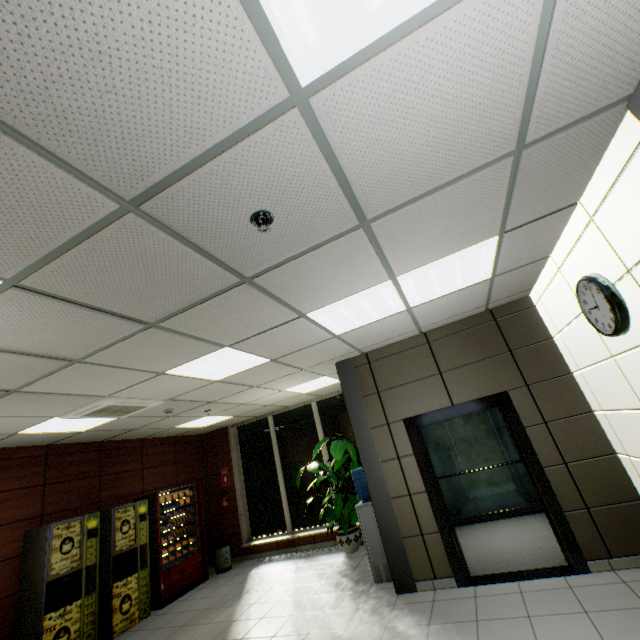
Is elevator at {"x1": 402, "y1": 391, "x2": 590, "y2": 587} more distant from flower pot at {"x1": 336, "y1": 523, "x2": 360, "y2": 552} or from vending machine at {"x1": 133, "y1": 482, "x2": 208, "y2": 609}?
vending machine at {"x1": 133, "y1": 482, "x2": 208, "y2": 609}

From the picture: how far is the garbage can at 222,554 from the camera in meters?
7.5 m

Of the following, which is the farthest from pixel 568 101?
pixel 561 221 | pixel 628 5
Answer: pixel 561 221

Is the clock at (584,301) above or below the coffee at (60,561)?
above

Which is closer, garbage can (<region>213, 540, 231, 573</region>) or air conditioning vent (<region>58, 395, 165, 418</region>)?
air conditioning vent (<region>58, 395, 165, 418</region>)

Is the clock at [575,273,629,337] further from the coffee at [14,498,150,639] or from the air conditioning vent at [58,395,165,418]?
the coffee at [14,498,150,639]

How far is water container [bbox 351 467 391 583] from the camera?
4.8 meters

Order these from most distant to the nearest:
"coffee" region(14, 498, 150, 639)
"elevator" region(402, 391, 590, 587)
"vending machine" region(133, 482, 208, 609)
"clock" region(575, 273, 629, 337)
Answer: "vending machine" region(133, 482, 208, 609), "coffee" region(14, 498, 150, 639), "elevator" region(402, 391, 590, 587), "clock" region(575, 273, 629, 337)
